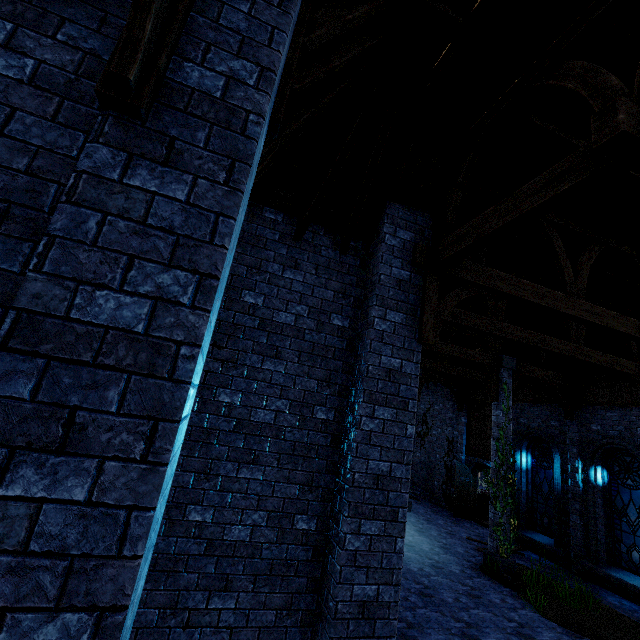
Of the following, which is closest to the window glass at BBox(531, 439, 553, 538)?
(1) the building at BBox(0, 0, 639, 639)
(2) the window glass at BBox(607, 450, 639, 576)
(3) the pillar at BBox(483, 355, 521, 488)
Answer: (1) the building at BBox(0, 0, 639, 639)

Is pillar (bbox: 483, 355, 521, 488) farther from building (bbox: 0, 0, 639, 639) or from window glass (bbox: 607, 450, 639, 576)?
window glass (bbox: 607, 450, 639, 576)

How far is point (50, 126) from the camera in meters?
1.9 m

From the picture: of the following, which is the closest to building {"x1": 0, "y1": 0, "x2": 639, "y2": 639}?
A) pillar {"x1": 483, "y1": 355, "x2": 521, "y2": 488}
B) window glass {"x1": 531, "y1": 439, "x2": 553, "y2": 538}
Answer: pillar {"x1": 483, "y1": 355, "x2": 521, "y2": 488}

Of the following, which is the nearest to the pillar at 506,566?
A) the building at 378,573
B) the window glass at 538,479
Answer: the building at 378,573

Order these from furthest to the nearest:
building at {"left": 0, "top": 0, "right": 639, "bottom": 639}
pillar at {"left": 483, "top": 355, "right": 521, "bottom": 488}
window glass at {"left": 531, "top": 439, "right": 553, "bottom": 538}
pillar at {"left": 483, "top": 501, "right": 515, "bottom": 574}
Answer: window glass at {"left": 531, "top": 439, "right": 553, "bottom": 538} → pillar at {"left": 483, "top": 355, "right": 521, "bottom": 488} → pillar at {"left": 483, "top": 501, "right": 515, "bottom": 574} → building at {"left": 0, "top": 0, "right": 639, "bottom": 639}

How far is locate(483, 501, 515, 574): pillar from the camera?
10.0 meters

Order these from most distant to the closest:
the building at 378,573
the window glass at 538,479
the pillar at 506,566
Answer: the window glass at 538,479 → the pillar at 506,566 → the building at 378,573
